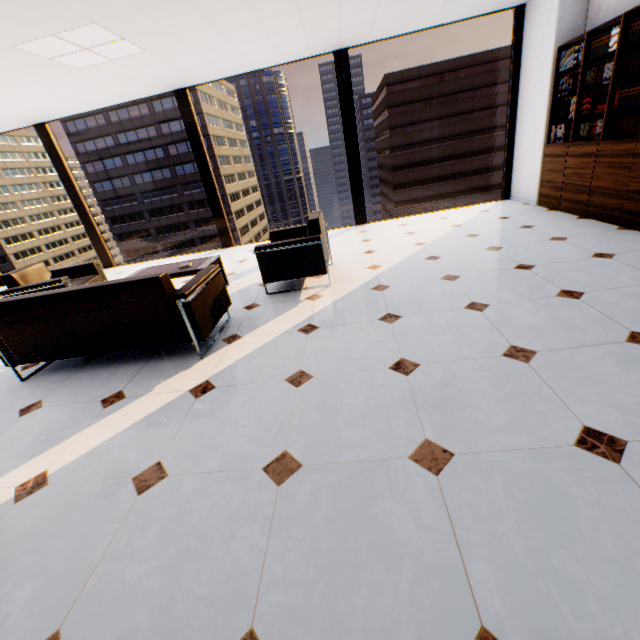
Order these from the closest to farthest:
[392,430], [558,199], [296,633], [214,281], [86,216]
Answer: [296,633] < [392,430] < [214,281] < [558,199] < [86,216]

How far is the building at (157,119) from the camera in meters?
56.5

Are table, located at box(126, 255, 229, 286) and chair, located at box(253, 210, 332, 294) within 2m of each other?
yes

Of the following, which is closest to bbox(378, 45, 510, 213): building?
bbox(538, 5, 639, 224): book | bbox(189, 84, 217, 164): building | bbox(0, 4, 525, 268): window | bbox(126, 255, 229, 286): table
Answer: bbox(189, 84, 217, 164): building

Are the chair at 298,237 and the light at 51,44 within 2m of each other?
no

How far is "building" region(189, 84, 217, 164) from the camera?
55.5m

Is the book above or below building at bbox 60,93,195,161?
below
